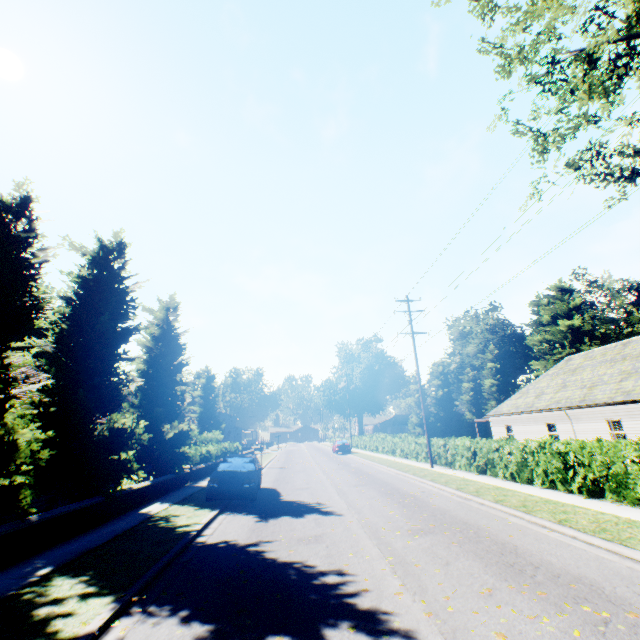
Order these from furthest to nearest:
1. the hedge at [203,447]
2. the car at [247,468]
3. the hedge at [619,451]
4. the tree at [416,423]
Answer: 1. the tree at [416,423]
2. the hedge at [203,447]
3. the car at [247,468]
4. the hedge at [619,451]

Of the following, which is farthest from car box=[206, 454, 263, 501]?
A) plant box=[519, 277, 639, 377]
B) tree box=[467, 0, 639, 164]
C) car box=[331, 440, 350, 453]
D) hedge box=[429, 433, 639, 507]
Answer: plant box=[519, 277, 639, 377]

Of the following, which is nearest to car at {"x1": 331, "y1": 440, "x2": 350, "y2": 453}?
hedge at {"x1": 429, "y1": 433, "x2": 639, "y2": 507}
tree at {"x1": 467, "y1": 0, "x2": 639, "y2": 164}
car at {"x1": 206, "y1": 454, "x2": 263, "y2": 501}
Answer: tree at {"x1": 467, "y1": 0, "x2": 639, "y2": 164}

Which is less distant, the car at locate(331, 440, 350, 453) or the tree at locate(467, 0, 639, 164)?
the tree at locate(467, 0, 639, 164)

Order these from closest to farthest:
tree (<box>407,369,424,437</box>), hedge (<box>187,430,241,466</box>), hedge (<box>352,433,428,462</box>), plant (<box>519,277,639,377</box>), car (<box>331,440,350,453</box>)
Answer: hedge (<box>187,430,241,466</box>) → hedge (<box>352,433,428,462</box>) → car (<box>331,440,350,453</box>) → plant (<box>519,277,639,377</box>) → tree (<box>407,369,424,437</box>)

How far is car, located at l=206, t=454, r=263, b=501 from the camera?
12.0m

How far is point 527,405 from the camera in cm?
2619

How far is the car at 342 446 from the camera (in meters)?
39.06
